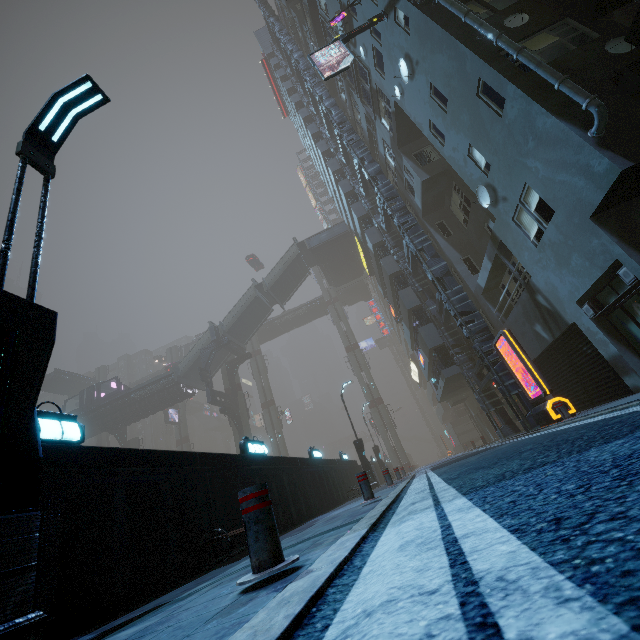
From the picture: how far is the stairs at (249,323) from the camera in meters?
38.1

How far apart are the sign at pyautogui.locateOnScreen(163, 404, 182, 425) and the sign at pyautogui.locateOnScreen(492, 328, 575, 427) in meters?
49.3

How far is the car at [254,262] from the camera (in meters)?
51.31

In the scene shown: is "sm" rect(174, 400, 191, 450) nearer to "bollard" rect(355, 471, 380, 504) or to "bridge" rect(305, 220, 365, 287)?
"bridge" rect(305, 220, 365, 287)

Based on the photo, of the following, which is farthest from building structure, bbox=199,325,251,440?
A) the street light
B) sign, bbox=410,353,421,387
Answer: the street light

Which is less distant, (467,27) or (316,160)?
(467,27)

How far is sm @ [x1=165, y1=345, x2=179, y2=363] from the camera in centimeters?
5817cm

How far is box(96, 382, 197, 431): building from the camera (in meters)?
37.06
